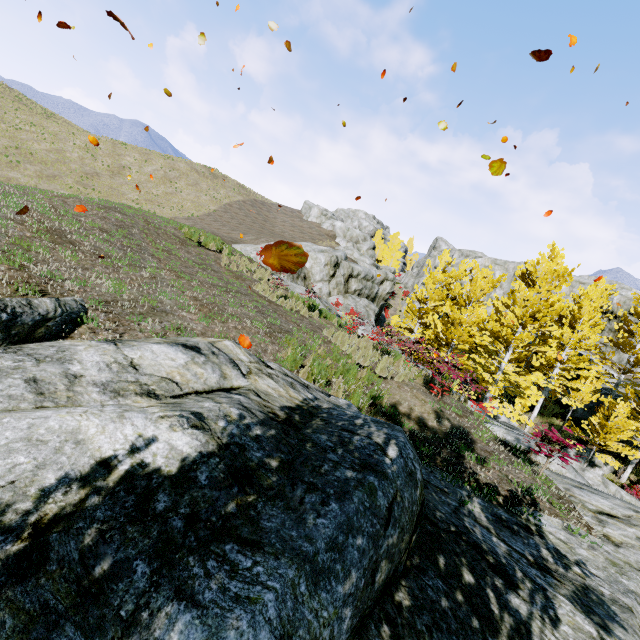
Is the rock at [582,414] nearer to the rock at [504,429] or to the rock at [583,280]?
the rock at [583,280]

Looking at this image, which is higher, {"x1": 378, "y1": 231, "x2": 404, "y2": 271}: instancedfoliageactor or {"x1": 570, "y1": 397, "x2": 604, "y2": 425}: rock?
{"x1": 378, "y1": 231, "x2": 404, "y2": 271}: instancedfoliageactor

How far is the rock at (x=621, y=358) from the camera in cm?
3150

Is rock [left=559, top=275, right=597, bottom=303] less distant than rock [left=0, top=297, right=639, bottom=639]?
No

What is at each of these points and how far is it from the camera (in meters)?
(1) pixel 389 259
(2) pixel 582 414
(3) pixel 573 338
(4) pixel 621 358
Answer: (1) instancedfoliageactor, 50.25
(2) rock, 24.28
(3) instancedfoliageactor, 20.80
(4) rock, 31.75

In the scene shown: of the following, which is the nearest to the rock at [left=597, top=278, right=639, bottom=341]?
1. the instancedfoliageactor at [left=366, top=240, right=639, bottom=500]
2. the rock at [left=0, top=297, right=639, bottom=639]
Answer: the instancedfoliageactor at [left=366, top=240, right=639, bottom=500]

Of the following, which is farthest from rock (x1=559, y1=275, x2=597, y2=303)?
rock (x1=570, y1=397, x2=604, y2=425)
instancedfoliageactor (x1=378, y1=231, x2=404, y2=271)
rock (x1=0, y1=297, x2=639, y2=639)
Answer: rock (x1=0, y1=297, x2=639, y2=639)

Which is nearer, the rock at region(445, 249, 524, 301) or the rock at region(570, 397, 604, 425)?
the rock at region(570, 397, 604, 425)
